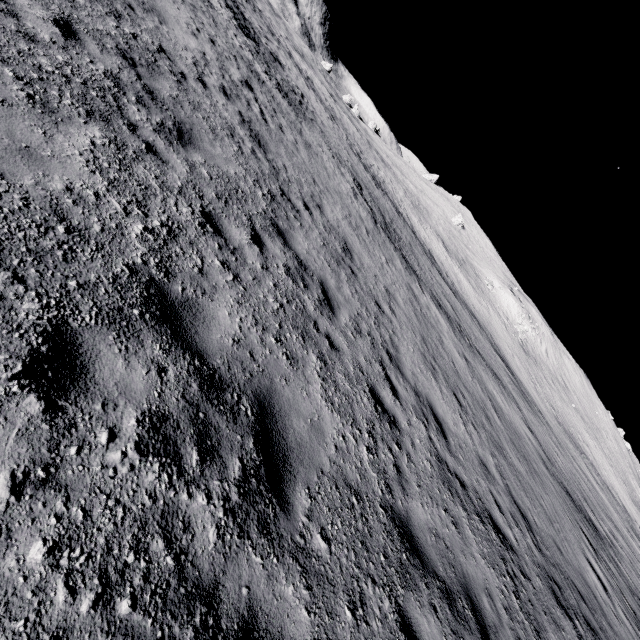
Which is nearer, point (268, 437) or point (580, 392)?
point (268, 437)
